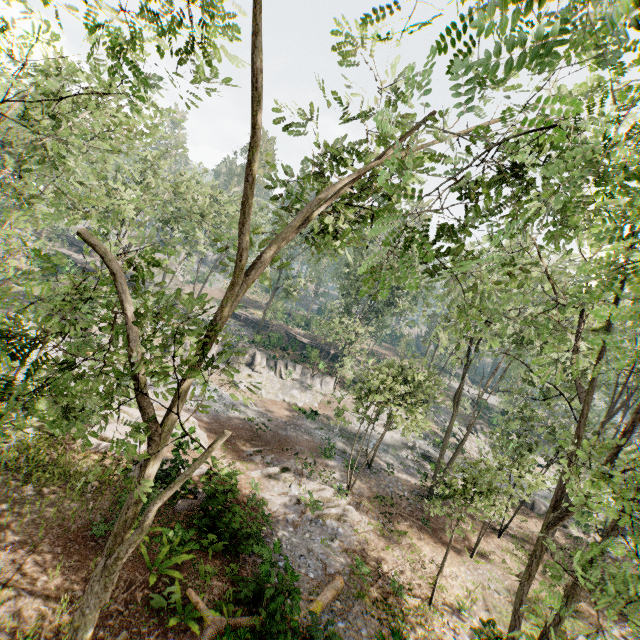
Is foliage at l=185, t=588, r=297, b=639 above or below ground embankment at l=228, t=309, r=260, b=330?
below

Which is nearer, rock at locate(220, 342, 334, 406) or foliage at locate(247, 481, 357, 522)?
foliage at locate(247, 481, 357, 522)

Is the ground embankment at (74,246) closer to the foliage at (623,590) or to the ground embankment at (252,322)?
the foliage at (623,590)

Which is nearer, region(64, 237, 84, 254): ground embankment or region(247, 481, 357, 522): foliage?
region(247, 481, 357, 522): foliage

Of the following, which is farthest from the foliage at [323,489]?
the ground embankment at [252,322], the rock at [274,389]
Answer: the ground embankment at [252,322]

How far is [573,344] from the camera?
19.2 meters

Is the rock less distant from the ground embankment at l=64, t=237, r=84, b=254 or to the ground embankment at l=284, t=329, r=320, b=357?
the ground embankment at l=284, t=329, r=320, b=357
